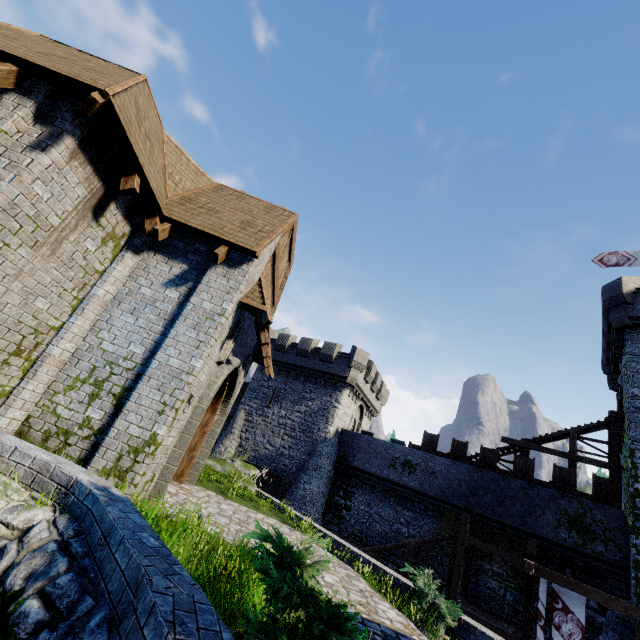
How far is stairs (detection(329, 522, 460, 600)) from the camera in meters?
16.8 m

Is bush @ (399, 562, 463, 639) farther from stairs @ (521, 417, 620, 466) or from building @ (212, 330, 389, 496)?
building @ (212, 330, 389, 496)

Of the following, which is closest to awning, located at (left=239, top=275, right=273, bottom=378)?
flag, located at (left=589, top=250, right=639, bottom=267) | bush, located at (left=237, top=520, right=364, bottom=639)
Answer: bush, located at (left=237, top=520, right=364, bottom=639)

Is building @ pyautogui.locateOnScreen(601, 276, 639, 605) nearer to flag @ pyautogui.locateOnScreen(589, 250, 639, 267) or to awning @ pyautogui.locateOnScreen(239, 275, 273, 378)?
flag @ pyautogui.locateOnScreen(589, 250, 639, 267)

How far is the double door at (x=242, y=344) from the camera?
7.44m

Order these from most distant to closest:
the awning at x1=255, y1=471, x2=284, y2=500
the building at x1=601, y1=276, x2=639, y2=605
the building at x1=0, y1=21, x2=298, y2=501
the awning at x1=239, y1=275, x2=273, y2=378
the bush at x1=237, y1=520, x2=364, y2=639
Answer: the awning at x1=255, y1=471, x2=284, y2=500
the building at x1=601, y1=276, x2=639, y2=605
the awning at x1=239, y1=275, x2=273, y2=378
the building at x1=0, y1=21, x2=298, y2=501
the bush at x1=237, y1=520, x2=364, y2=639

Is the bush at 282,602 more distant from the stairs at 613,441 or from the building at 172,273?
the stairs at 613,441

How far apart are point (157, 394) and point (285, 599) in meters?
5.0
